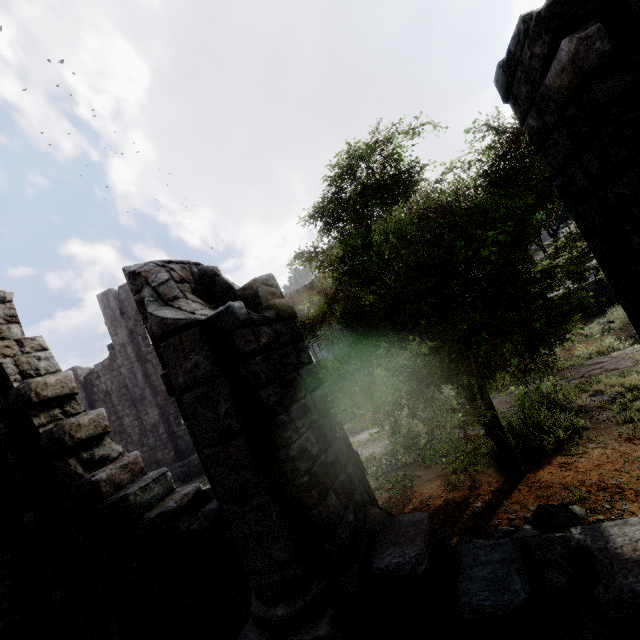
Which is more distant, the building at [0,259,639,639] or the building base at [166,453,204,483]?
the building base at [166,453,204,483]

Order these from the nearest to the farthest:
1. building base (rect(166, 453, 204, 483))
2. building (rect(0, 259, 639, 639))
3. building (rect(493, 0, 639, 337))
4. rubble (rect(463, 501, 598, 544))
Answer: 1. building (rect(493, 0, 639, 337))
2. building (rect(0, 259, 639, 639))
3. rubble (rect(463, 501, 598, 544))
4. building base (rect(166, 453, 204, 483))

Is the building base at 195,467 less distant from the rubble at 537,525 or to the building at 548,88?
the building at 548,88

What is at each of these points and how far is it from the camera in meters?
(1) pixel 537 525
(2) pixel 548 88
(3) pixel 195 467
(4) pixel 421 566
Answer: (1) rubble, 4.9
(2) building, 2.6
(3) building base, 19.6
(4) building, 3.1

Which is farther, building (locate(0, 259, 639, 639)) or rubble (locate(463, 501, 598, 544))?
rubble (locate(463, 501, 598, 544))

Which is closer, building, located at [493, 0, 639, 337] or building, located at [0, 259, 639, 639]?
building, located at [493, 0, 639, 337]

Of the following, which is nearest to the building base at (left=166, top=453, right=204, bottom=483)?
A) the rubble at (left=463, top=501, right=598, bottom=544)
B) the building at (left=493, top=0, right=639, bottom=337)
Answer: the building at (left=493, top=0, right=639, bottom=337)
